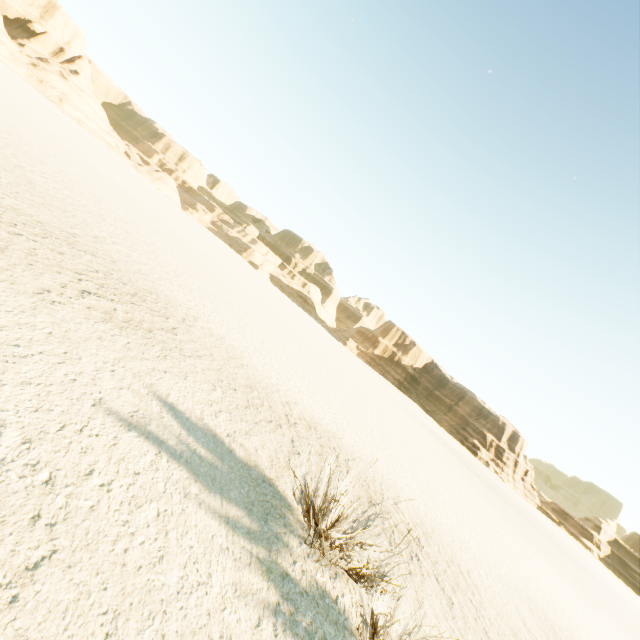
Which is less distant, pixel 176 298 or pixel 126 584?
pixel 126 584
